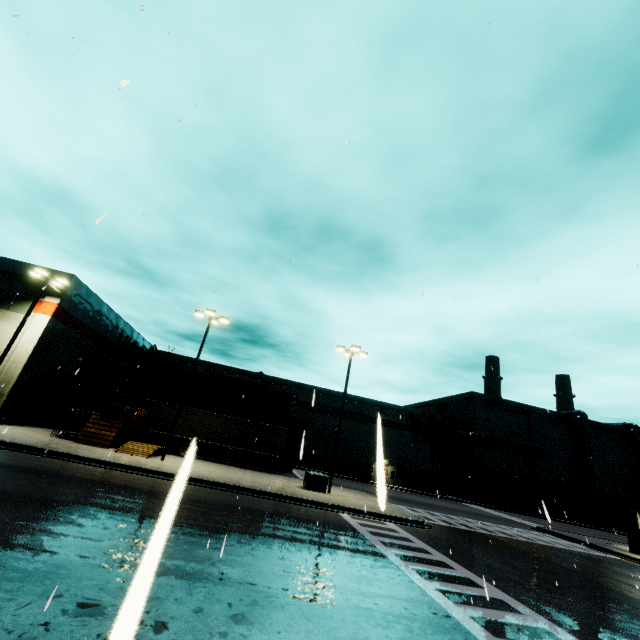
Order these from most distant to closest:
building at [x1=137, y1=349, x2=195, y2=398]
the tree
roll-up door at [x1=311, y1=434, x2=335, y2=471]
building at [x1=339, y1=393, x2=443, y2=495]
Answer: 1. the tree
2. building at [x1=339, y1=393, x2=443, y2=495]
3. roll-up door at [x1=311, y1=434, x2=335, y2=471]
4. building at [x1=137, y1=349, x2=195, y2=398]

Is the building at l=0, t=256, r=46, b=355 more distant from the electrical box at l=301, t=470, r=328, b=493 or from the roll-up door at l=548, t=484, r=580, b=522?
the electrical box at l=301, t=470, r=328, b=493

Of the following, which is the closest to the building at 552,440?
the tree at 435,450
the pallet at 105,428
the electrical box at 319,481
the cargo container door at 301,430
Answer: the tree at 435,450

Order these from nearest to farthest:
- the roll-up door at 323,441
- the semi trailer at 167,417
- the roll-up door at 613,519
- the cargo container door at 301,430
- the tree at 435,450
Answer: the semi trailer at 167,417
the cargo container door at 301,430
the roll-up door at 323,441
the tree at 435,450
the roll-up door at 613,519

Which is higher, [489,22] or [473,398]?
[473,398]

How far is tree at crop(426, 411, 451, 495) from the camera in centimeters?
4569cm

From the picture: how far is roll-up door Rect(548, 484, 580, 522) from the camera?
48.0m
